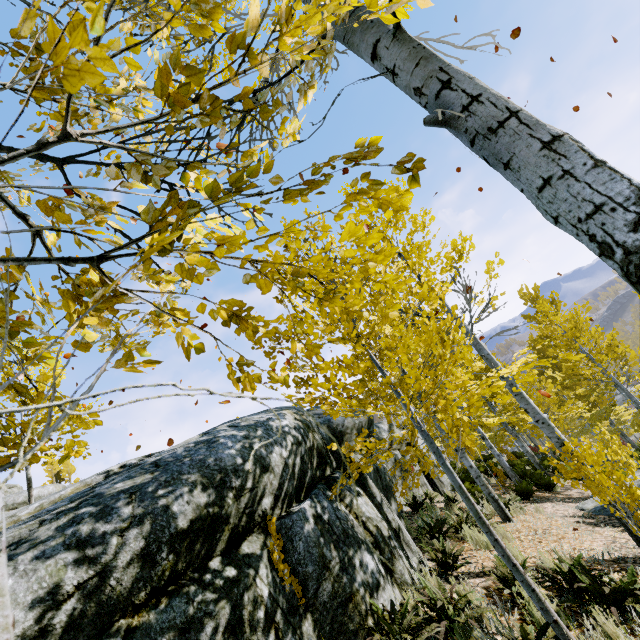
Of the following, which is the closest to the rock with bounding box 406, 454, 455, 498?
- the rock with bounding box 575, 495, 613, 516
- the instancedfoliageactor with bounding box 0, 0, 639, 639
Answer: the instancedfoliageactor with bounding box 0, 0, 639, 639

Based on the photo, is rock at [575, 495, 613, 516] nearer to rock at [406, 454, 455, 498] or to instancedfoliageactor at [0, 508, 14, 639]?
instancedfoliageactor at [0, 508, 14, 639]

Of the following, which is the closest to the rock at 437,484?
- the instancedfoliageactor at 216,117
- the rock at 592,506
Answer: the instancedfoliageactor at 216,117

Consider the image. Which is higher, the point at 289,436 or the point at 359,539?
the point at 289,436

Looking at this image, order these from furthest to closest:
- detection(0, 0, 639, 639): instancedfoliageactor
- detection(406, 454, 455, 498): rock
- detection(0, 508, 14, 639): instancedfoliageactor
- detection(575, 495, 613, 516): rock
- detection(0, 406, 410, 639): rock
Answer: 1. detection(406, 454, 455, 498): rock
2. detection(575, 495, 613, 516): rock
3. detection(0, 406, 410, 639): rock
4. detection(0, 0, 639, 639): instancedfoliageactor
5. detection(0, 508, 14, 639): instancedfoliageactor

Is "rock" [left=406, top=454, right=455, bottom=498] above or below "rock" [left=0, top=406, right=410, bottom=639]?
below

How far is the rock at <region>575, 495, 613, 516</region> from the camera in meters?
8.2

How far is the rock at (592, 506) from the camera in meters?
8.2 m
